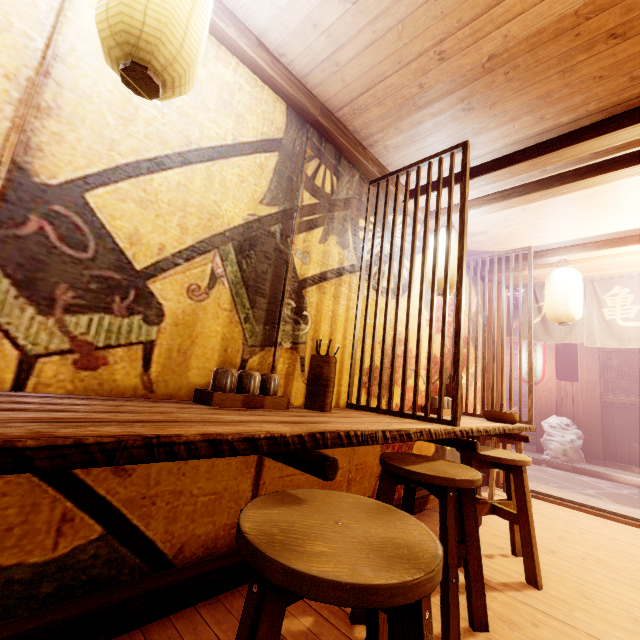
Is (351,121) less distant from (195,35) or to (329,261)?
(329,261)

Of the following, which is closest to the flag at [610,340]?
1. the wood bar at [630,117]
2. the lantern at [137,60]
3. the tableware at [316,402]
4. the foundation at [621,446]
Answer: the wood bar at [630,117]

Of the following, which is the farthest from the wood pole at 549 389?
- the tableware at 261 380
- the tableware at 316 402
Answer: the tableware at 261 380

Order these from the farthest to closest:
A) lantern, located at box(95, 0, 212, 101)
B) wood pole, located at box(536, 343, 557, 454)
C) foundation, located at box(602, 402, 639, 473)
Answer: wood pole, located at box(536, 343, 557, 454) → foundation, located at box(602, 402, 639, 473) → lantern, located at box(95, 0, 212, 101)

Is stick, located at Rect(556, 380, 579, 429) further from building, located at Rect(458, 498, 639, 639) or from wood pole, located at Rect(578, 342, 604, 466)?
building, located at Rect(458, 498, 639, 639)

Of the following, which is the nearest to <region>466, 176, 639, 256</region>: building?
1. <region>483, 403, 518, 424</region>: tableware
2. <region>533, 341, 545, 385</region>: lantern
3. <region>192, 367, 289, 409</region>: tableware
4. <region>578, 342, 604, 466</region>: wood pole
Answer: <region>192, 367, 289, 409</region>: tableware

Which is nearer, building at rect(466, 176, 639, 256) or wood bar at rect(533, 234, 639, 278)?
building at rect(466, 176, 639, 256)

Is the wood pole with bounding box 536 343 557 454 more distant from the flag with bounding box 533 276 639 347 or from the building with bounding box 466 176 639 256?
the building with bounding box 466 176 639 256
